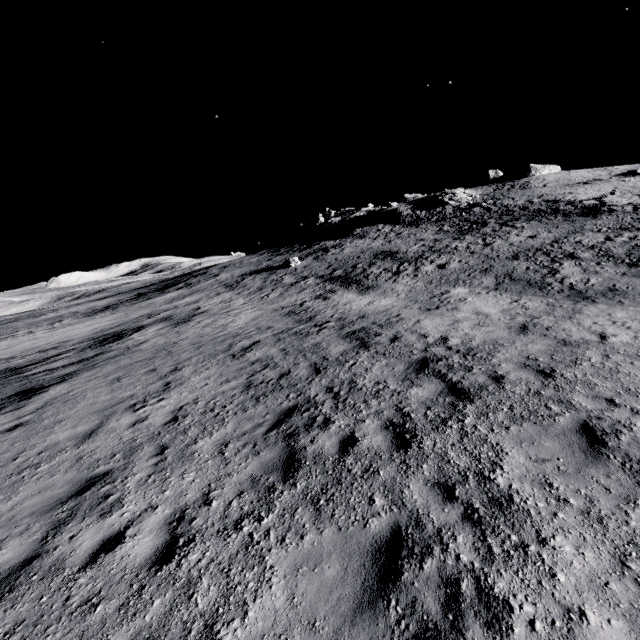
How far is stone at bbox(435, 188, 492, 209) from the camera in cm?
4303

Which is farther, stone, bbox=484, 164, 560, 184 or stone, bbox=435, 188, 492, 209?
stone, bbox=484, 164, 560, 184

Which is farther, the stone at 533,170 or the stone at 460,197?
the stone at 533,170

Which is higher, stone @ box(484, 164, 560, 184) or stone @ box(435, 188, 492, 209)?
stone @ box(484, 164, 560, 184)

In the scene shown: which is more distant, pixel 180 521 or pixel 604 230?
pixel 604 230

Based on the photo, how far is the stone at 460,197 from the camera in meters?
43.0

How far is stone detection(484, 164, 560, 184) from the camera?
55.56m
